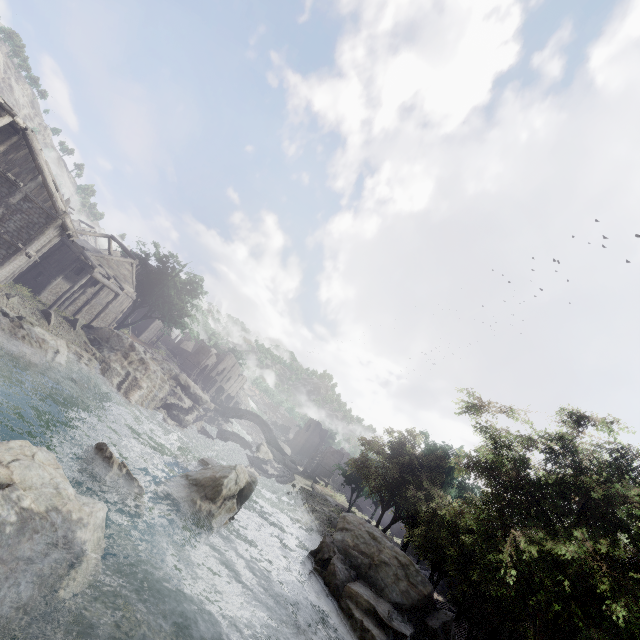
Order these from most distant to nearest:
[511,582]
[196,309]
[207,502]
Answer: [196,309] → [207,502] → [511,582]

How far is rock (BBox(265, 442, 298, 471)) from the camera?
53.1m

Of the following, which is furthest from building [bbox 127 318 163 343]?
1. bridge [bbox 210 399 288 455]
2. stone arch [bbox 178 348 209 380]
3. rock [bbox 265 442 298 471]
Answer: rock [bbox 265 442 298 471]

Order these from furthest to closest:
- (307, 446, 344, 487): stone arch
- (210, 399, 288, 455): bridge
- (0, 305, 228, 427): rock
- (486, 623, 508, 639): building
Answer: (210, 399, 288, 455): bridge < (307, 446, 344, 487): stone arch < (486, 623, 508, 639): building < (0, 305, 228, 427): rock

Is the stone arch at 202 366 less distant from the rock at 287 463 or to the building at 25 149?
the building at 25 149
